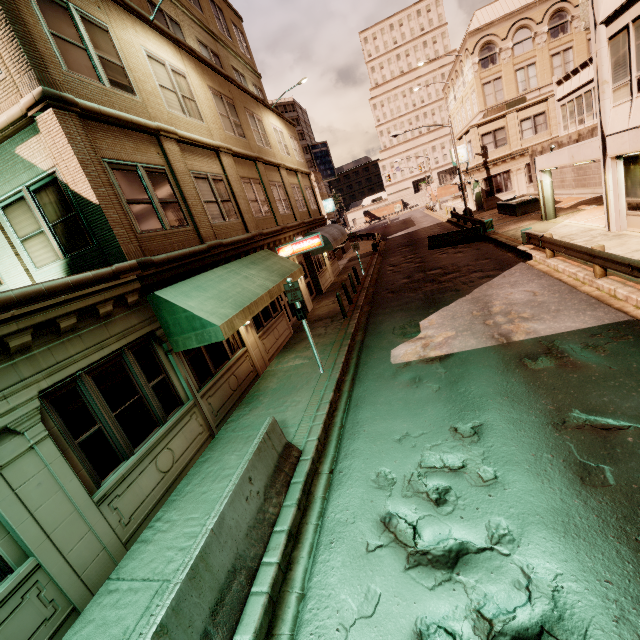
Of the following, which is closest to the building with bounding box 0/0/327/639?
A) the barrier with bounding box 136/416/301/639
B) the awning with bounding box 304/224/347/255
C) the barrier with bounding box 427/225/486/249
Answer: the awning with bounding box 304/224/347/255

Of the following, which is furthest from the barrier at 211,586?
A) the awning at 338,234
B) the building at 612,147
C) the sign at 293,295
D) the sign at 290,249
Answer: the awning at 338,234

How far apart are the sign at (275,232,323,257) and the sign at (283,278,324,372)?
5.9 meters

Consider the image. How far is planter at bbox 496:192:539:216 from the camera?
23.7m

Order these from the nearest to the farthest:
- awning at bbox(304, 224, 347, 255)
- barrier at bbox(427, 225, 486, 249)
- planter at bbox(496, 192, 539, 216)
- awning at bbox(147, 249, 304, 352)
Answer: awning at bbox(147, 249, 304, 352)
awning at bbox(304, 224, 347, 255)
barrier at bbox(427, 225, 486, 249)
planter at bbox(496, 192, 539, 216)

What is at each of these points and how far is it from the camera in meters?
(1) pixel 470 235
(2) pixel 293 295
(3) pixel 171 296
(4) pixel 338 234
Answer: (1) barrier, 21.5
(2) sign, 9.2
(3) awning, 7.5
(4) awning, 23.2

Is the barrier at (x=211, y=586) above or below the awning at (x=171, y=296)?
below

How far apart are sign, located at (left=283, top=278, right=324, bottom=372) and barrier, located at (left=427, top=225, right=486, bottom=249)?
16.4 meters
